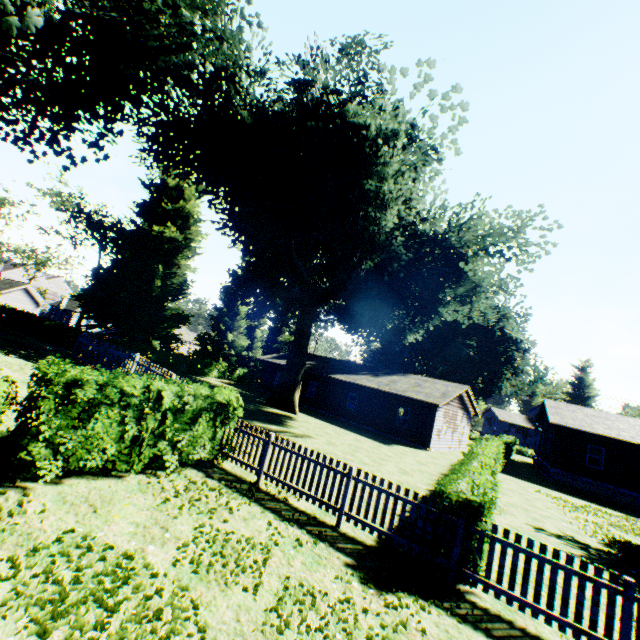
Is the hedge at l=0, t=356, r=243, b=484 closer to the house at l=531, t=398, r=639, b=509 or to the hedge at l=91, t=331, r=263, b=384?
the hedge at l=91, t=331, r=263, b=384

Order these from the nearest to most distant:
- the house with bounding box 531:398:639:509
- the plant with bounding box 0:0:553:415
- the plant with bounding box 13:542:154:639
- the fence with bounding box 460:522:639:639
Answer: the plant with bounding box 13:542:154:639 < the fence with bounding box 460:522:639:639 < the plant with bounding box 0:0:553:415 < the house with bounding box 531:398:639:509

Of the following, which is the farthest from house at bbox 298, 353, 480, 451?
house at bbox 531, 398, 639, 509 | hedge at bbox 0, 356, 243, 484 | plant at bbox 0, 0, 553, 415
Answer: hedge at bbox 0, 356, 243, 484

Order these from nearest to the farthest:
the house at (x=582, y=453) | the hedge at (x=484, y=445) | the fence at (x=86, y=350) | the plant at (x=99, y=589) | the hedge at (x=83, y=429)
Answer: the plant at (x=99, y=589) < the hedge at (x=83, y=429) < the hedge at (x=484, y=445) < the fence at (x=86, y=350) < the house at (x=582, y=453)

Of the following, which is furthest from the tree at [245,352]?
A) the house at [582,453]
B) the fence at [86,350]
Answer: the house at [582,453]

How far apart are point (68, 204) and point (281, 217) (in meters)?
26.45

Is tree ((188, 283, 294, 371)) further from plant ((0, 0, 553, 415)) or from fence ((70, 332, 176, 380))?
fence ((70, 332, 176, 380))

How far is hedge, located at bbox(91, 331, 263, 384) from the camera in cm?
2861
